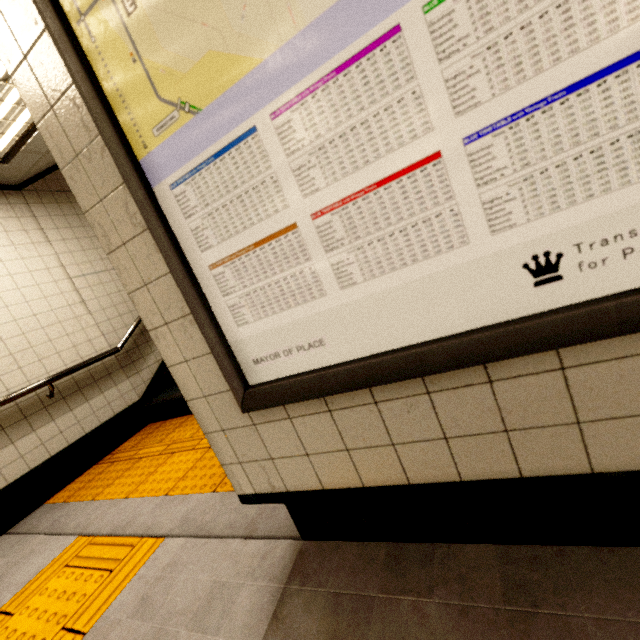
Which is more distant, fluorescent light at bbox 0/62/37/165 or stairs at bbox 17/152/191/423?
stairs at bbox 17/152/191/423

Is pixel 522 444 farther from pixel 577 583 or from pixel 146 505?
pixel 146 505

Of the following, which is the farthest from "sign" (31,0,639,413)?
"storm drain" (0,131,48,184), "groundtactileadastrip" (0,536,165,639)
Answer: "groundtactileadastrip" (0,536,165,639)

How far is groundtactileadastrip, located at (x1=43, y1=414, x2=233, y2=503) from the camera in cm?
222

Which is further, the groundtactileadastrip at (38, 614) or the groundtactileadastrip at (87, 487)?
the groundtactileadastrip at (87, 487)

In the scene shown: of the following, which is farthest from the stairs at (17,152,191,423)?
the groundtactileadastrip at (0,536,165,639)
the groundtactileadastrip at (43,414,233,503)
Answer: the groundtactileadastrip at (0,536,165,639)

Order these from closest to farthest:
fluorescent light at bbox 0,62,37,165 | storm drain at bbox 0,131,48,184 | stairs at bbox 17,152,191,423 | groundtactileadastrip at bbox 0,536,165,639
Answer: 1. groundtactileadastrip at bbox 0,536,165,639
2. fluorescent light at bbox 0,62,37,165
3. storm drain at bbox 0,131,48,184
4. stairs at bbox 17,152,191,423

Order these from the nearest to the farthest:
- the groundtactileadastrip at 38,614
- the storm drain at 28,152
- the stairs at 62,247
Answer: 1. the groundtactileadastrip at 38,614
2. the storm drain at 28,152
3. the stairs at 62,247
